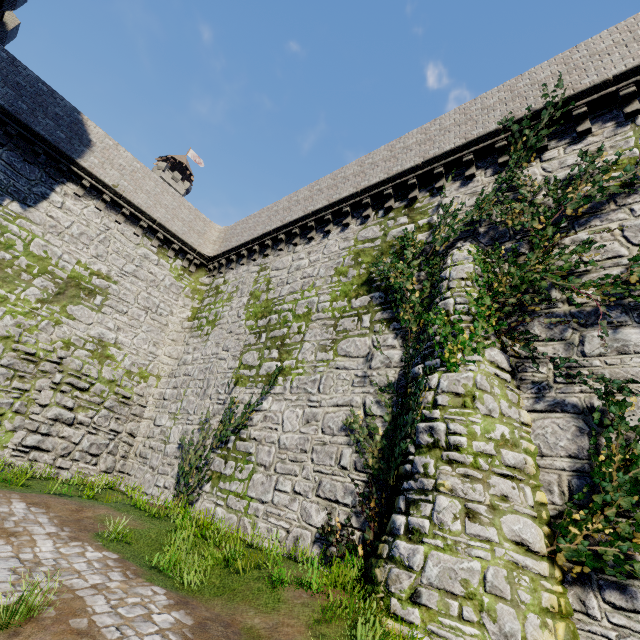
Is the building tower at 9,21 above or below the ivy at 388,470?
above

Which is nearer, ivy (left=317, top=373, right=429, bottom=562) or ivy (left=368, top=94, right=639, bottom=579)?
ivy (left=368, top=94, right=639, bottom=579)

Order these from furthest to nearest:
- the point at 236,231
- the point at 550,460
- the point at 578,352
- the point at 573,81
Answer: the point at 236,231 < the point at 573,81 < the point at 578,352 < the point at 550,460

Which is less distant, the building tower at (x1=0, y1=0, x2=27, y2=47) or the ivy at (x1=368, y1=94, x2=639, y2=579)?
the ivy at (x1=368, y1=94, x2=639, y2=579)

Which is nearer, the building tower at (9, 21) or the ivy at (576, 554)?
the ivy at (576, 554)

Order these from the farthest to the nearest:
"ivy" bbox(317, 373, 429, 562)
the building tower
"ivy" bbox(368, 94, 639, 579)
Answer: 1. the building tower
2. "ivy" bbox(317, 373, 429, 562)
3. "ivy" bbox(368, 94, 639, 579)

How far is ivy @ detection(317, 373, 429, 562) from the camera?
7.2 meters
